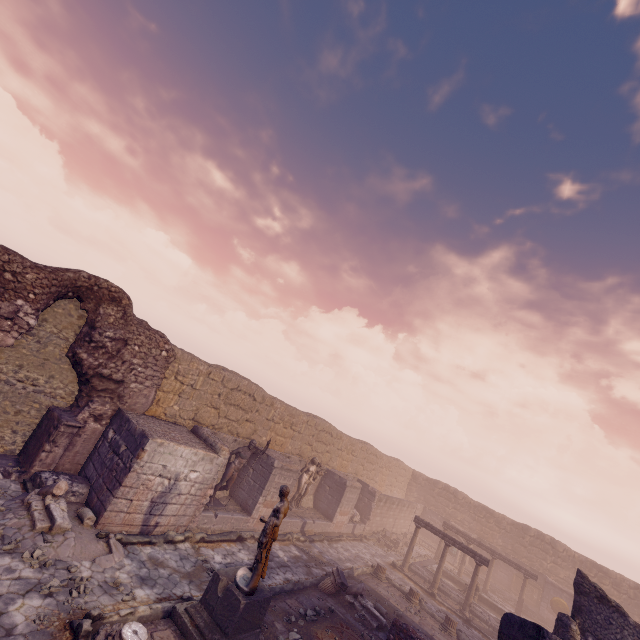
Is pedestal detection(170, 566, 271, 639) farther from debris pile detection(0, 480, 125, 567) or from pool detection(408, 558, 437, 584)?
pool detection(408, 558, 437, 584)

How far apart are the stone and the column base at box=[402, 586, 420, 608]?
12.81m

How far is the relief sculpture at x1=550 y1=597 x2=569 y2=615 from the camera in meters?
21.5

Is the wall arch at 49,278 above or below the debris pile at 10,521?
above

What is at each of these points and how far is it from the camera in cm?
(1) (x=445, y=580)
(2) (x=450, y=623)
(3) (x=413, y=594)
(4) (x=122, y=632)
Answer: (1) pool, 1975
(2) column base, 1291
(3) column base, 1394
(4) column base, 565

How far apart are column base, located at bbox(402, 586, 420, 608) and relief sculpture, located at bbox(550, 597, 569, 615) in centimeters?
1555cm

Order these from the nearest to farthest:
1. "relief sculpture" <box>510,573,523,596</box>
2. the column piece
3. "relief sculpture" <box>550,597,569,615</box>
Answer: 1. the column piece
2. "relief sculpture" <box>550,597,569,615</box>
3. "relief sculpture" <box>510,573,523,596</box>

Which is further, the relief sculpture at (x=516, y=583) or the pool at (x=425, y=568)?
the relief sculpture at (x=516, y=583)
